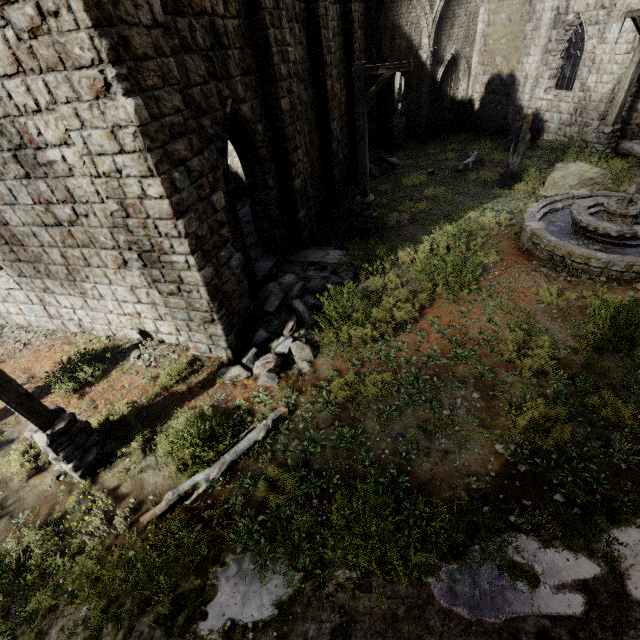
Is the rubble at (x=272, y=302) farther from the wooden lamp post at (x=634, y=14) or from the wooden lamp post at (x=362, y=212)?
the wooden lamp post at (x=634, y=14)

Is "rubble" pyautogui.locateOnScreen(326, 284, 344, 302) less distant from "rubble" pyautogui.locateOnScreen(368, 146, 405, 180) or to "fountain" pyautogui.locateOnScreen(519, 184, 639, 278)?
"fountain" pyautogui.locateOnScreen(519, 184, 639, 278)

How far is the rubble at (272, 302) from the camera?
6.8 meters

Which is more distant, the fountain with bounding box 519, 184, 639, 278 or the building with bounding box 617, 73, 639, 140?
the building with bounding box 617, 73, 639, 140

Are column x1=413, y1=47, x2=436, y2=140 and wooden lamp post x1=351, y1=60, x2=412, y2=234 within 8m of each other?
no

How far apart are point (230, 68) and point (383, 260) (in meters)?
5.74

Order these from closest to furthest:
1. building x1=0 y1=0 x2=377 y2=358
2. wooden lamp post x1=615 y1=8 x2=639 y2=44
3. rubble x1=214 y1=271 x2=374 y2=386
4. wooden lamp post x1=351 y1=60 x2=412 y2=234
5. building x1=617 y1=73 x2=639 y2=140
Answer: building x1=0 y1=0 x2=377 y2=358, rubble x1=214 y1=271 x2=374 y2=386, wooden lamp post x1=351 y1=60 x2=412 y2=234, wooden lamp post x1=615 y1=8 x2=639 y2=44, building x1=617 y1=73 x2=639 y2=140

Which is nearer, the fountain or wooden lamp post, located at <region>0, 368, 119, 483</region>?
wooden lamp post, located at <region>0, 368, 119, 483</region>
